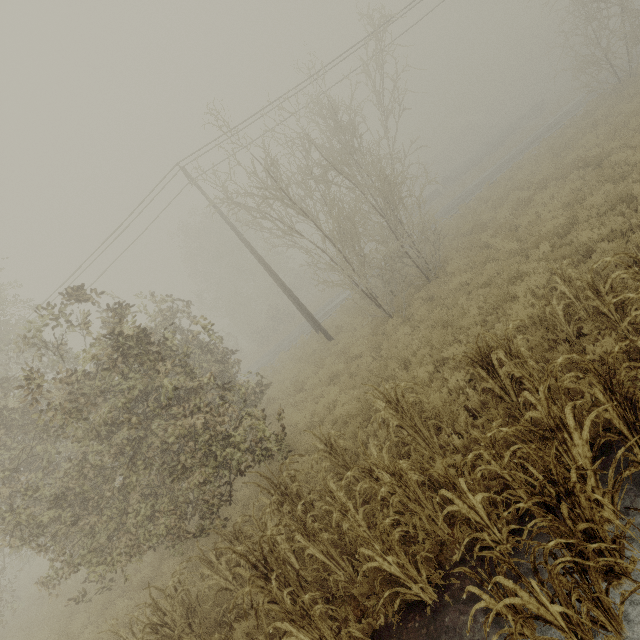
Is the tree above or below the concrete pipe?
above

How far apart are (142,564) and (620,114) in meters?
26.1 m

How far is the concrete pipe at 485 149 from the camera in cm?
4167

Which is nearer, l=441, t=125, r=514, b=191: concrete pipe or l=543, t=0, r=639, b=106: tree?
l=543, t=0, r=639, b=106: tree

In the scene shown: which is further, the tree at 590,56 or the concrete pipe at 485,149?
the concrete pipe at 485,149

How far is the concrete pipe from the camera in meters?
41.7 m
